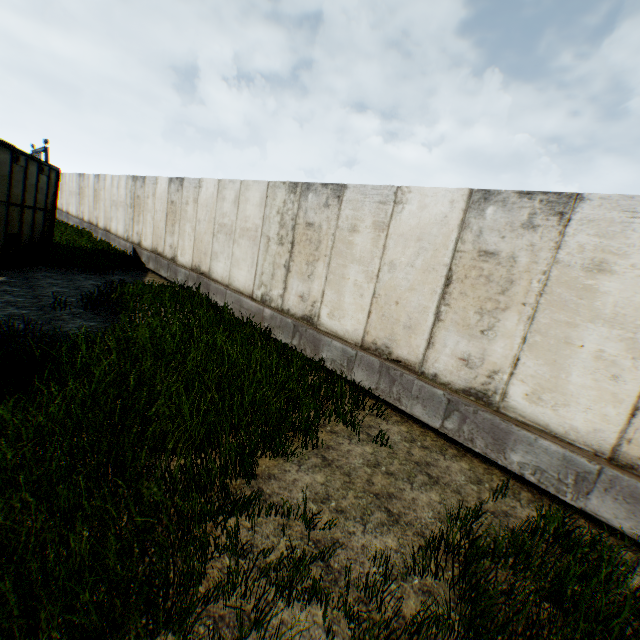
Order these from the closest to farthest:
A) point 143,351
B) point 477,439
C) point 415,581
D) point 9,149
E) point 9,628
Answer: point 9,628
point 415,581
point 477,439
point 143,351
point 9,149
